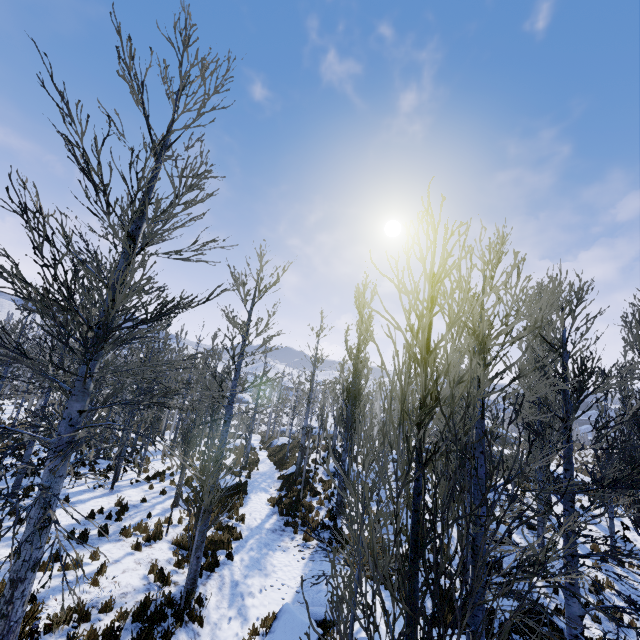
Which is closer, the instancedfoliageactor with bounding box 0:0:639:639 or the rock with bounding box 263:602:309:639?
the instancedfoliageactor with bounding box 0:0:639:639

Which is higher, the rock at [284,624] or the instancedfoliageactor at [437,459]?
the instancedfoliageactor at [437,459]

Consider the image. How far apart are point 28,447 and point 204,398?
6.3m

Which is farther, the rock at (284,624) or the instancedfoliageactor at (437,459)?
the rock at (284,624)

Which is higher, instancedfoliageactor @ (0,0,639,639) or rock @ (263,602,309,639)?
instancedfoliageactor @ (0,0,639,639)
